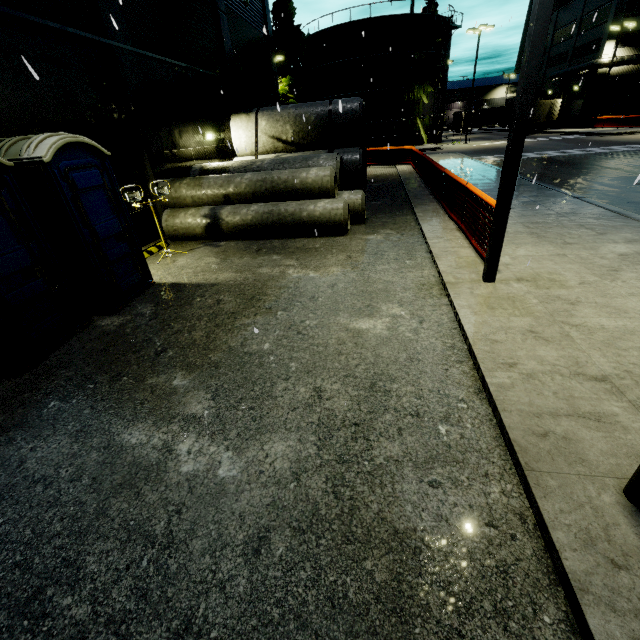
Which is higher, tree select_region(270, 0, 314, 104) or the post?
tree select_region(270, 0, 314, 104)

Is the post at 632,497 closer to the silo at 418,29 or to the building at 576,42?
the building at 576,42

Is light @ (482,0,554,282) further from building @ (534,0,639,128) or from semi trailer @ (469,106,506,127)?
semi trailer @ (469,106,506,127)

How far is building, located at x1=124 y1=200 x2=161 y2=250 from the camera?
9.5m

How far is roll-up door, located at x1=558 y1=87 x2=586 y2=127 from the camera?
43.06m

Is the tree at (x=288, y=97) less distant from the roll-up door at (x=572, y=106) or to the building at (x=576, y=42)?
the building at (x=576, y=42)

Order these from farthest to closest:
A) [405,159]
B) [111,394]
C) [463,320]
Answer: [405,159], [463,320], [111,394]

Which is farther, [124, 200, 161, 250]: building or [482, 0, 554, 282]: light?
[124, 200, 161, 250]: building
